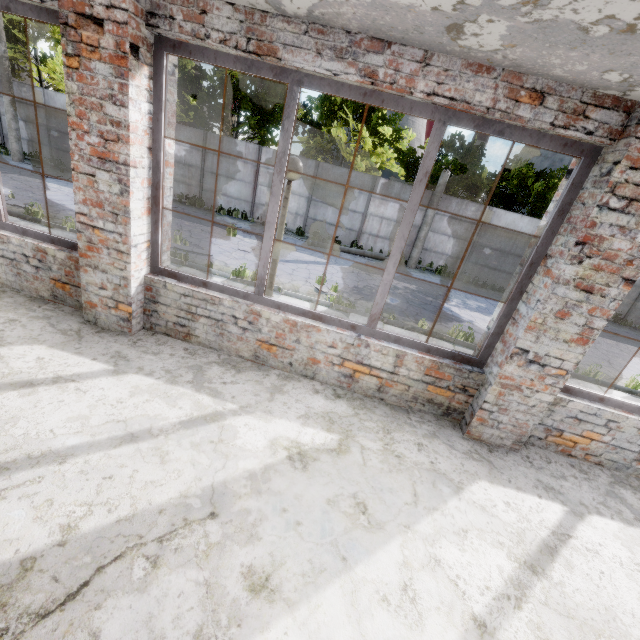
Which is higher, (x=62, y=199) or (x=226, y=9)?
(x=226, y=9)
